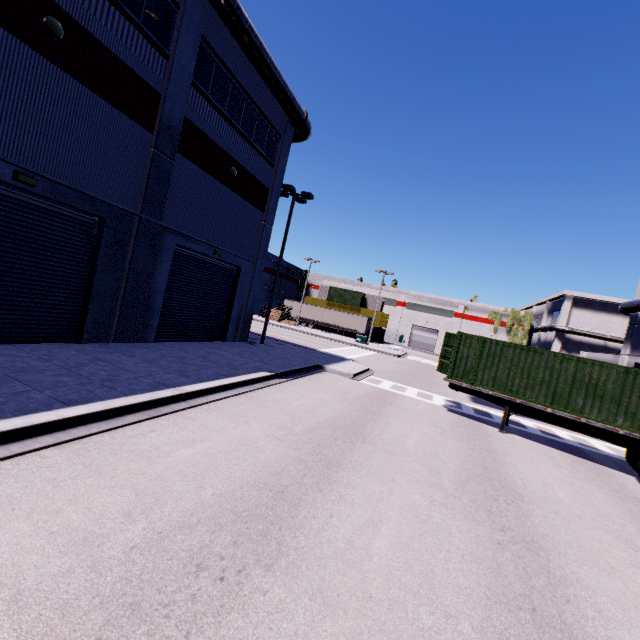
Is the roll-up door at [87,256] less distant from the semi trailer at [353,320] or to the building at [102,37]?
the building at [102,37]

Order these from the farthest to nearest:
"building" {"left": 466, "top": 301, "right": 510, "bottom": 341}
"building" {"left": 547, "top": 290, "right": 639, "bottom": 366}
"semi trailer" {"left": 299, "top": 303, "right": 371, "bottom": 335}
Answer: "building" {"left": 466, "top": 301, "right": 510, "bottom": 341}, "semi trailer" {"left": 299, "top": 303, "right": 371, "bottom": 335}, "building" {"left": 547, "top": 290, "right": 639, "bottom": 366}

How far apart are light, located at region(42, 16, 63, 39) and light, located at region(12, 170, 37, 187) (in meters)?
3.73

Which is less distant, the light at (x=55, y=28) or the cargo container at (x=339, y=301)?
the light at (x=55, y=28)

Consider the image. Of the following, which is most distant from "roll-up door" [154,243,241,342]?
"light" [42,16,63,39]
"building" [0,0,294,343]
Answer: "light" [42,16,63,39]

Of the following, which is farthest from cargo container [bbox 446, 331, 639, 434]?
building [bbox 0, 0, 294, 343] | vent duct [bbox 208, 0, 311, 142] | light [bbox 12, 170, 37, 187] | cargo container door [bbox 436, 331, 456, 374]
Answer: light [bbox 12, 170, 37, 187]

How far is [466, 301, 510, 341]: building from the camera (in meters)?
57.78

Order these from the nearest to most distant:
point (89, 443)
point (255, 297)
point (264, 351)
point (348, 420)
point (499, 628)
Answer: point (499, 628) → point (89, 443) → point (348, 420) → point (264, 351) → point (255, 297)
